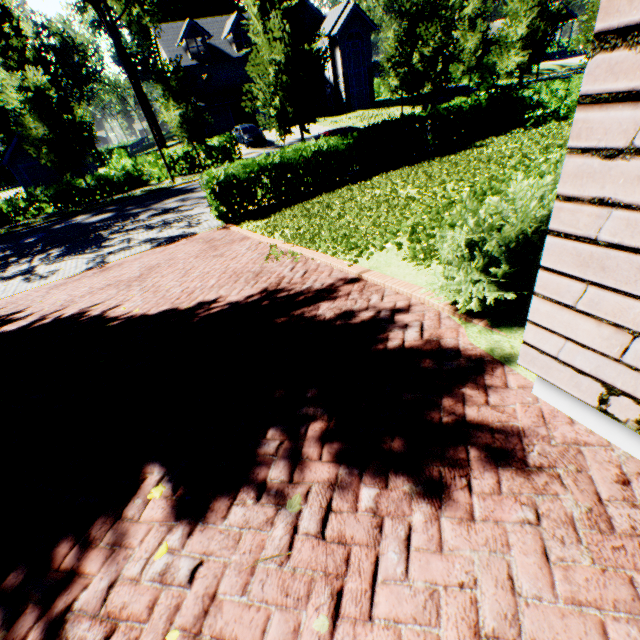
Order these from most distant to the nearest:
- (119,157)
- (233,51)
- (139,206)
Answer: (119,157) → (233,51) → (139,206)

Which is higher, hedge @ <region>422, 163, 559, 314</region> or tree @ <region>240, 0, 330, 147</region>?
tree @ <region>240, 0, 330, 147</region>

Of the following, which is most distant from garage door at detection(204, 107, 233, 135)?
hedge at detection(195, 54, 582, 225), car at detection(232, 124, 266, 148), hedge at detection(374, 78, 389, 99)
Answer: hedge at detection(195, 54, 582, 225)

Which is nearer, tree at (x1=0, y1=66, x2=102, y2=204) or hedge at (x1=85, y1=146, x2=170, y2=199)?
tree at (x1=0, y1=66, x2=102, y2=204)

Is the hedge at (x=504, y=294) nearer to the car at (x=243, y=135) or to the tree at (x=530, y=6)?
the tree at (x=530, y=6)

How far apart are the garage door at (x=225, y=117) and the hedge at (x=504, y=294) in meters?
41.2

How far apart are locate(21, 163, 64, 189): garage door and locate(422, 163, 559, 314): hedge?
36.7m

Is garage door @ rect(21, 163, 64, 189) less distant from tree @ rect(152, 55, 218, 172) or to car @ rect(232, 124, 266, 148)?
tree @ rect(152, 55, 218, 172)
